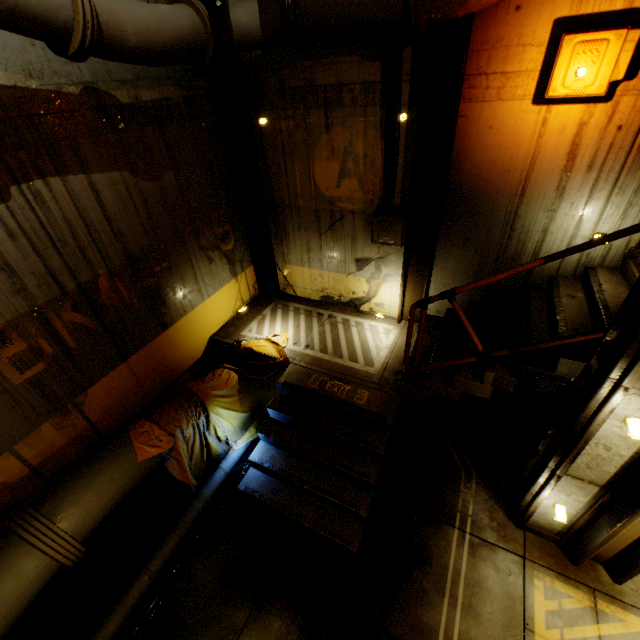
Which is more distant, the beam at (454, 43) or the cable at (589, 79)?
the beam at (454, 43)

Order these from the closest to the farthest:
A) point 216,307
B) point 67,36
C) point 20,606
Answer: point 67,36 < point 20,606 < point 216,307

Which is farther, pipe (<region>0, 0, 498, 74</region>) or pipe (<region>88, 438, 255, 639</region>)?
pipe (<region>88, 438, 255, 639</region>)

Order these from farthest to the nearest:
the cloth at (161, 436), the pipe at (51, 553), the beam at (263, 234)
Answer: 1. the beam at (263, 234)
2. the cloth at (161, 436)
3. the pipe at (51, 553)

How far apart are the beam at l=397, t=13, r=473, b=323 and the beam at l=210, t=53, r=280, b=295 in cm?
284

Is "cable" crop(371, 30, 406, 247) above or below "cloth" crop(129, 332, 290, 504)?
above

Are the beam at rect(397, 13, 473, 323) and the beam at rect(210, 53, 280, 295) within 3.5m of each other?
yes

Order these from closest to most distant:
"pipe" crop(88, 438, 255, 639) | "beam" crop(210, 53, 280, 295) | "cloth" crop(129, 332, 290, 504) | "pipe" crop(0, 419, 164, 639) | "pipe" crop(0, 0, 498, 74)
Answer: "pipe" crop(0, 0, 498, 74) → "pipe" crop(0, 419, 164, 639) → "pipe" crop(88, 438, 255, 639) → "cloth" crop(129, 332, 290, 504) → "beam" crop(210, 53, 280, 295)
